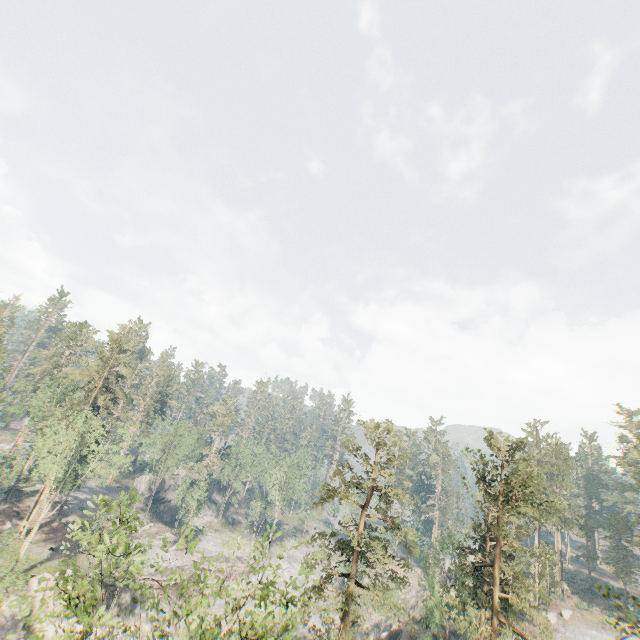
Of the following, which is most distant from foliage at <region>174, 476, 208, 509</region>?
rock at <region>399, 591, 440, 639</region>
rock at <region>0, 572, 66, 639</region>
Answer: rock at <region>399, 591, 440, 639</region>

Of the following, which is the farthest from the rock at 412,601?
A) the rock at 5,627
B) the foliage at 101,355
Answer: the rock at 5,627

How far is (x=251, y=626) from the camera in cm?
1364

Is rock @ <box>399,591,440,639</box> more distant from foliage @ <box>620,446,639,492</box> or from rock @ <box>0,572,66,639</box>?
rock @ <box>0,572,66,639</box>

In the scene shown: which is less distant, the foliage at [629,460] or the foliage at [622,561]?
the foliage at [629,460]

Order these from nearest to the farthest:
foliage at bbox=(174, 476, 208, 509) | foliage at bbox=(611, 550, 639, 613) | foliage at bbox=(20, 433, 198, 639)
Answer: foliage at bbox=(20, 433, 198, 639)
foliage at bbox=(174, 476, 208, 509)
foliage at bbox=(611, 550, 639, 613)

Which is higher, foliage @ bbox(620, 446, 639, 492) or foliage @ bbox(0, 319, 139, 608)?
foliage @ bbox(620, 446, 639, 492)
